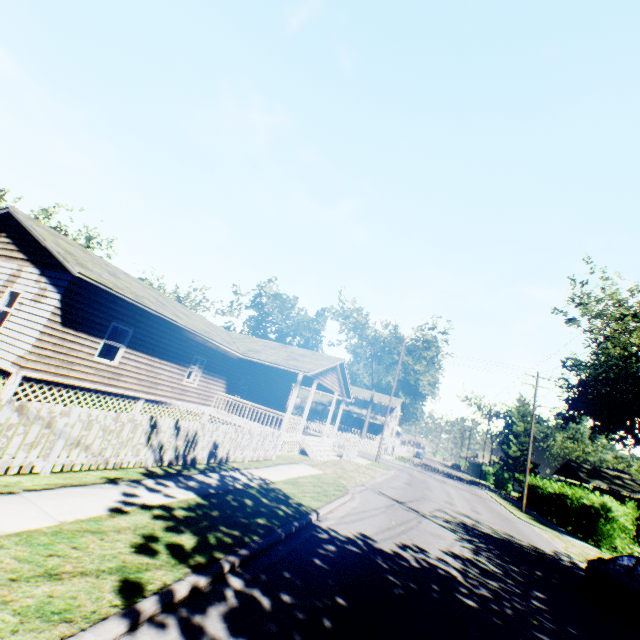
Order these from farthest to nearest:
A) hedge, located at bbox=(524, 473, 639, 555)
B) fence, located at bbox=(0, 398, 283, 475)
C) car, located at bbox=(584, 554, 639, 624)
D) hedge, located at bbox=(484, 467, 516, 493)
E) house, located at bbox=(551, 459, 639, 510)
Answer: hedge, located at bbox=(484, 467, 516, 493) < house, located at bbox=(551, 459, 639, 510) < hedge, located at bbox=(524, 473, 639, 555) < car, located at bbox=(584, 554, 639, 624) < fence, located at bbox=(0, 398, 283, 475)

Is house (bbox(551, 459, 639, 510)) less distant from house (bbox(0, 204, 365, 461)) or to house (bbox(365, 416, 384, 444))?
house (bbox(365, 416, 384, 444))

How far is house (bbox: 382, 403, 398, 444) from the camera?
54.2 meters

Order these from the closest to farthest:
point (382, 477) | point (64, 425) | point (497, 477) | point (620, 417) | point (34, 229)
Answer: point (64, 425) → point (34, 229) → point (382, 477) → point (497, 477) → point (620, 417)

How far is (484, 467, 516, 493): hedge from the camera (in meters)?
47.06

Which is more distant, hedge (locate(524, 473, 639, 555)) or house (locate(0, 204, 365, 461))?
hedge (locate(524, 473, 639, 555))

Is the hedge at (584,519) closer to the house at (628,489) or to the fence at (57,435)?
the house at (628,489)

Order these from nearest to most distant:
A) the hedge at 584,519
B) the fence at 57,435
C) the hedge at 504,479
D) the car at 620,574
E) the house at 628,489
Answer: the fence at 57,435 < the car at 620,574 < the hedge at 584,519 < the house at 628,489 < the hedge at 504,479
